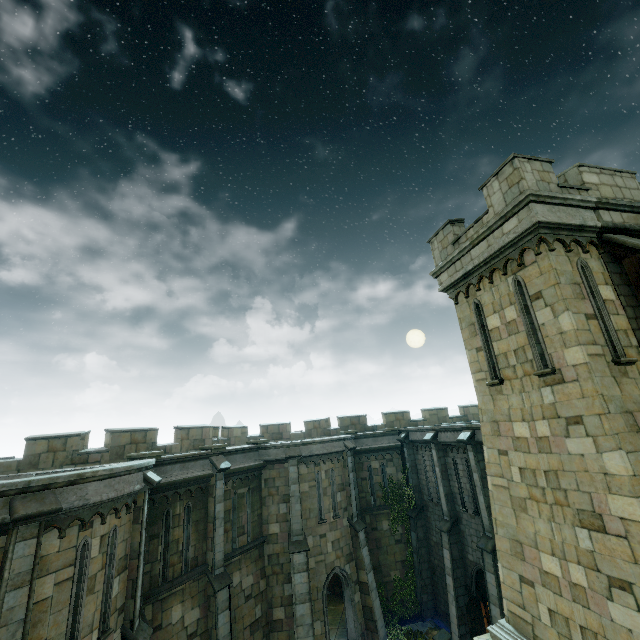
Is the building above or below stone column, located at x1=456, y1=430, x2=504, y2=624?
above

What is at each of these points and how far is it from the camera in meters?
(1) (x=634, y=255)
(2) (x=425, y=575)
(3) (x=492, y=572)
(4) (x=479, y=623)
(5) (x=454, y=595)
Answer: (1) building, 7.6 m
(2) stone column, 19.0 m
(3) stone column, 13.8 m
(4) door, 15.1 m
(5) stone column, 15.9 m

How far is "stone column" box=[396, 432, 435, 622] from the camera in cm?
1852

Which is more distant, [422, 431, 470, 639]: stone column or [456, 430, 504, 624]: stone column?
[422, 431, 470, 639]: stone column

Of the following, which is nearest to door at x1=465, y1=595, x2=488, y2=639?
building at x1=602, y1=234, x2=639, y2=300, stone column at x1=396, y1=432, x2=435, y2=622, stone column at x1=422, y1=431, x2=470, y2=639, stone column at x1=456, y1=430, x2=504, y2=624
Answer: stone column at x1=422, y1=431, x2=470, y2=639

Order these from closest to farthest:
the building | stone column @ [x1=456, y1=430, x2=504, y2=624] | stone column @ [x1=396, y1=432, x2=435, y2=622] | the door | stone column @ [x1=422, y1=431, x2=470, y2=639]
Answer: the building
stone column @ [x1=456, y1=430, x2=504, y2=624]
the door
stone column @ [x1=422, y1=431, x2=470, y2=639]
stone column @ [x1=396, y1=432, x2=435, y2=622]

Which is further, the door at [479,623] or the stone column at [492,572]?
the door at [479,623]

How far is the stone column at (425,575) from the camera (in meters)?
18.52
